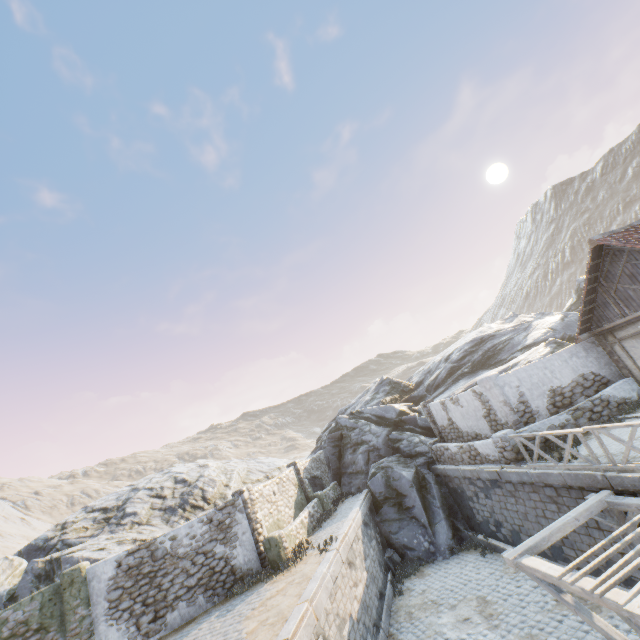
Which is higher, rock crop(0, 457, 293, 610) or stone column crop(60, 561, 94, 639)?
rock crop(0, 457, 293, 610)

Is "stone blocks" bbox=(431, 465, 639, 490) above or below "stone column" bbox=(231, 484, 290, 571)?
below

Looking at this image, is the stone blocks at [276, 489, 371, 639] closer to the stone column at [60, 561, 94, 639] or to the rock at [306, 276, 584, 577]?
the rock at [306, 276, 584, 577]

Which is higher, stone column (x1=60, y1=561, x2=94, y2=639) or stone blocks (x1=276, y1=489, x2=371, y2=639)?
stone column (x1=60, y1=561, x2=94, y2=639)

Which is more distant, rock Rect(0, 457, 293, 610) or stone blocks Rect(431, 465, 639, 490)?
rock Rect(0, 457, 293, 610)

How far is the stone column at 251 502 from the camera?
12.3 meters

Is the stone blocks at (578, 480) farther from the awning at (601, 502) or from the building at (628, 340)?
the building at (628, 340)

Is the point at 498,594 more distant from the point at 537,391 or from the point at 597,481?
the point at 537,391
